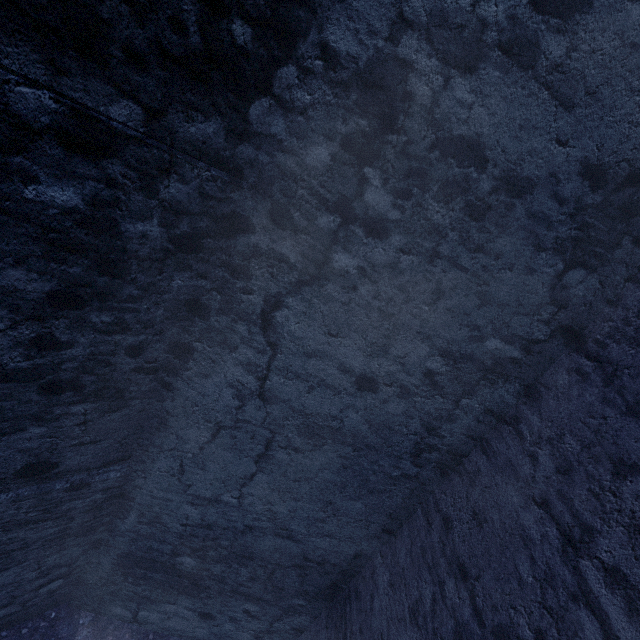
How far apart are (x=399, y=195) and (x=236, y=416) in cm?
194
